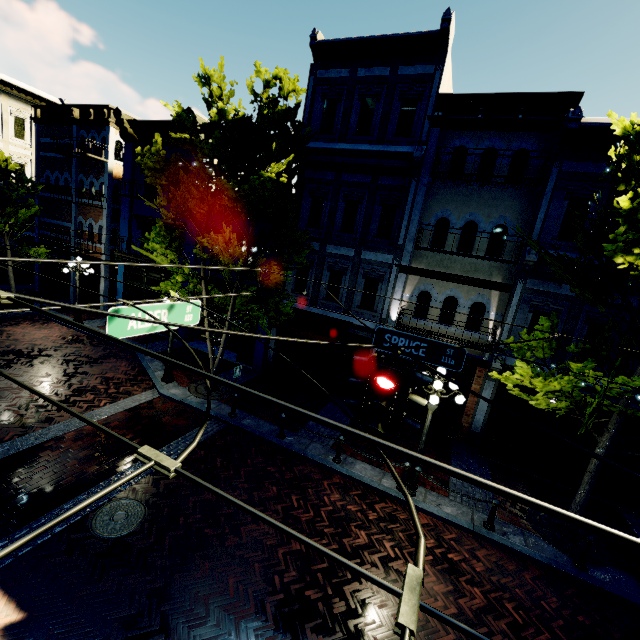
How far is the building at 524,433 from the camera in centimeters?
1130cm

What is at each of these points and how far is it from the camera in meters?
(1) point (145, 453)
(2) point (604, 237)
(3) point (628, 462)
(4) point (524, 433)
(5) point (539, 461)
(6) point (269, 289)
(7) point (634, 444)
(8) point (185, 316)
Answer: (1) tram line, 1.7 m
(2) tree, 8.1 m
(3) building, 10.5 m
(4) building, 11.6 m
(5) planter, 10.9 m
(6) tree, 12.5 m
(7) building, 10.4 m
(8) sign, 5.7 m

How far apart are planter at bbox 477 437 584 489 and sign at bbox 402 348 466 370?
7.3 meters

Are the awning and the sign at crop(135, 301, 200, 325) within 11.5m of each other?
yes

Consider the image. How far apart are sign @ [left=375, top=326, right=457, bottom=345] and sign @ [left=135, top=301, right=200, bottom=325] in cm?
346

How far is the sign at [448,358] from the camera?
5.97m

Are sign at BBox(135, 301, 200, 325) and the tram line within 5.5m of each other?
yes

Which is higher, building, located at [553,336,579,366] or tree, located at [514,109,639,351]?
tree, located at [514,109,639,351]
